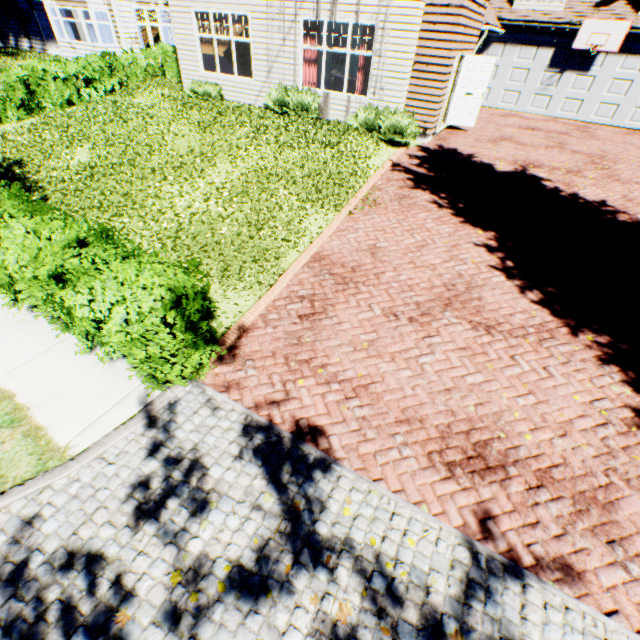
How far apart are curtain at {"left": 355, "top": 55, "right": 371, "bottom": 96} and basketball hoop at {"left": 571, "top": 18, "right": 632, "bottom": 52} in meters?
10.7

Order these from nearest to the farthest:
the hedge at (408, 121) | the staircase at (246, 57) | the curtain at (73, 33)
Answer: the hedge at (408, 121) → the staircase at (246, 57) → the curtain at (73, 33)

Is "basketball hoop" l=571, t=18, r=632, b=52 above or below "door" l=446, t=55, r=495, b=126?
above

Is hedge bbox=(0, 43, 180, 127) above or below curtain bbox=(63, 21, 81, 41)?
below

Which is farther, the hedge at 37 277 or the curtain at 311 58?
the curtain at 311 58

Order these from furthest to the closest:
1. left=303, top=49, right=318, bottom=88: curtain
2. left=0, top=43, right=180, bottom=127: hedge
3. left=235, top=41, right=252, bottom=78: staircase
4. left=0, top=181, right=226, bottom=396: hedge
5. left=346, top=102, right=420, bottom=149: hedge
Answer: left=235, top=41, right=252, bottom=78: staircase < left=0, top=43, right=180, bottom=127: hedge < left=303, top=49, right=318, bottom=88: curtain < left=346, top=102, right=420, bottom=149: hedge < left=0, top=181, right=226, bottom=396: hedge

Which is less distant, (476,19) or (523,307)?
(523,307)

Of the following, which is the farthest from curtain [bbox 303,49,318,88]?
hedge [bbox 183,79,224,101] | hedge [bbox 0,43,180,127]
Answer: hedge [bbox 0,43,180,127]
